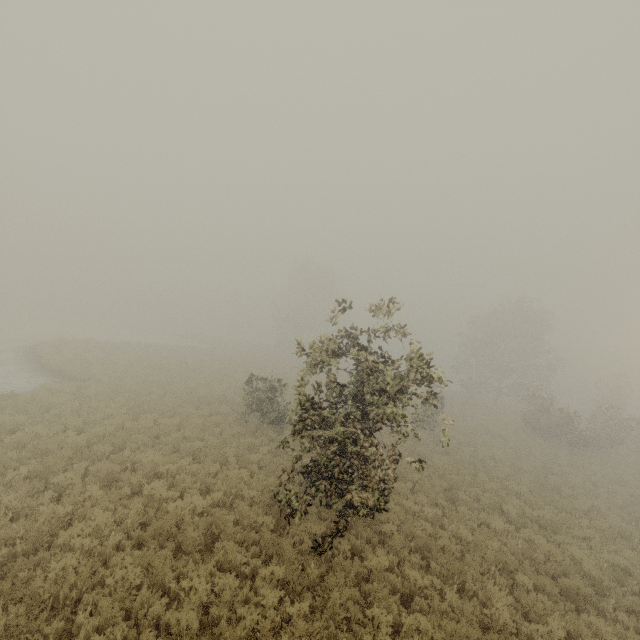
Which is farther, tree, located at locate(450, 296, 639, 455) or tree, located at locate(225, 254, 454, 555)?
tree, located at locate(450, 296, 639, 455)

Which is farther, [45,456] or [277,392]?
[277,392]

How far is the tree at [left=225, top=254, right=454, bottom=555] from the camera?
7.7m

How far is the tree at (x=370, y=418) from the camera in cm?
769

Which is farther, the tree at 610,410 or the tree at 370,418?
the tree at 610,410
